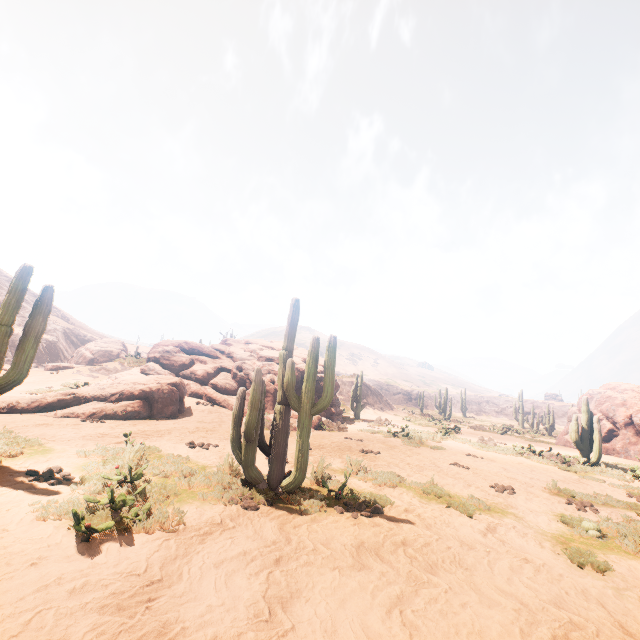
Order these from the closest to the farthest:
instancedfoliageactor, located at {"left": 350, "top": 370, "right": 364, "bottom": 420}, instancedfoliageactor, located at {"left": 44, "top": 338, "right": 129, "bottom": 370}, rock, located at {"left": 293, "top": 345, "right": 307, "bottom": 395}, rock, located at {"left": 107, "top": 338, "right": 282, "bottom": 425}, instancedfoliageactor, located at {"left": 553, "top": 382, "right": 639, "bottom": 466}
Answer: instancedfoliageactor, located at {"left": 553, "top": 382, "right": 639, "bottom": 466}, rock, located at {"left": 107, "top": 338, "right": 282, "bottom": 425}, rock, located at {"left": 293, "top": 345, "right": 307, "bottom": 395}, instancedfoliageactor, located at {"left": 350, "top": 370, "right": 364, "bottom": 420}, instancedfoliageactor, located at {"left": 44, "top": 338, "right": 129, "bottom": 370}

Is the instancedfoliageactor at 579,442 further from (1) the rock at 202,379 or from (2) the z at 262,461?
(2) the z at 262,461

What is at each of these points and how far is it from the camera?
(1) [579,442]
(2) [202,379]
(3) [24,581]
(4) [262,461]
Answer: (1) instancedfoliageactor, 14.1m
(2) rock, 17.2m
(3) z, 2.9m
(4) z, 8.2m

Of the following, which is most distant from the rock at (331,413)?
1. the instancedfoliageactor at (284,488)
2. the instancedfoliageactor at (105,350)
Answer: the instancedfoliageactor at (105,350)

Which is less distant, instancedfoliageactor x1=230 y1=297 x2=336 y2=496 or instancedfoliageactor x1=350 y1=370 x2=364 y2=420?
instancedfoliageactor x1=230 y1=297 x2=336 y2=496

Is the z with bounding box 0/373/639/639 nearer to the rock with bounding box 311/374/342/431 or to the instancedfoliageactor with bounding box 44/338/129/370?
the rock with bounding box 311/374/342/431

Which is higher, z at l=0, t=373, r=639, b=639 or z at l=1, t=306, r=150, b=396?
z at l=1, t=306, r=150, b=396

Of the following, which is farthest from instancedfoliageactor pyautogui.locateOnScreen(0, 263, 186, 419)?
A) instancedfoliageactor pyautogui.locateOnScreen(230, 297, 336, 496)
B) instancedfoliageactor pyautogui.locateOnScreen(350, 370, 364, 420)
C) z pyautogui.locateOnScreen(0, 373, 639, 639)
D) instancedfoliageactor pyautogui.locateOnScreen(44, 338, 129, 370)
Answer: instancedfoliageactor pyautogui.locateOnScreen(44, 338, 129, 370)
